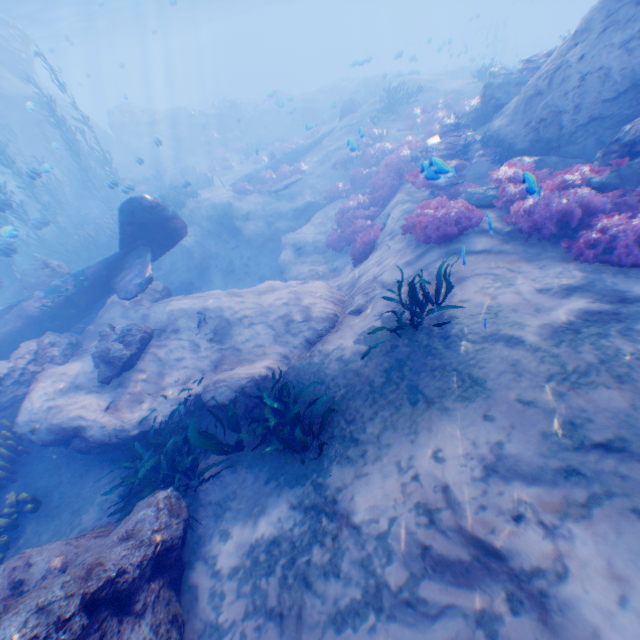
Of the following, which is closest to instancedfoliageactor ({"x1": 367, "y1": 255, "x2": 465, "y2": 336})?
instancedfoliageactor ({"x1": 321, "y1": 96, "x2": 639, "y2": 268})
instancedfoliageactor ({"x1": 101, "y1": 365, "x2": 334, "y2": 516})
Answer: instancedfoliageactor ({"x1": 321, "y1": 96, "x2": 639, "y2": 268})

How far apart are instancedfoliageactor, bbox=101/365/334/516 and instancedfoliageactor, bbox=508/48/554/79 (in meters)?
14.12

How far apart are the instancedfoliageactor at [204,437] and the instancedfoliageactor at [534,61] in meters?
14.1

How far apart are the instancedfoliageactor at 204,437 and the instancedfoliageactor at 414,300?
3.7m

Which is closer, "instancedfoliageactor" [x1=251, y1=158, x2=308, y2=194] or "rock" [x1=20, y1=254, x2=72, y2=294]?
"rock" [x1=20, y1=254, x2=72, y2=294]

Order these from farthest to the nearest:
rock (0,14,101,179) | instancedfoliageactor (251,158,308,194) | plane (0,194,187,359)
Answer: rock (0,14,101,179) < instancedfoliageactor (251,158,308,194) < plane (0,194,187,359)

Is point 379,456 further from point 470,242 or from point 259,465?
→ point 470,242

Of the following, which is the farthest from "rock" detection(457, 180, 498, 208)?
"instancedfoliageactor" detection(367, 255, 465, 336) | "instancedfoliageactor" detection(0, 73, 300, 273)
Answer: "instancedfoliageactor" detection(367, 255, 465, 336)
